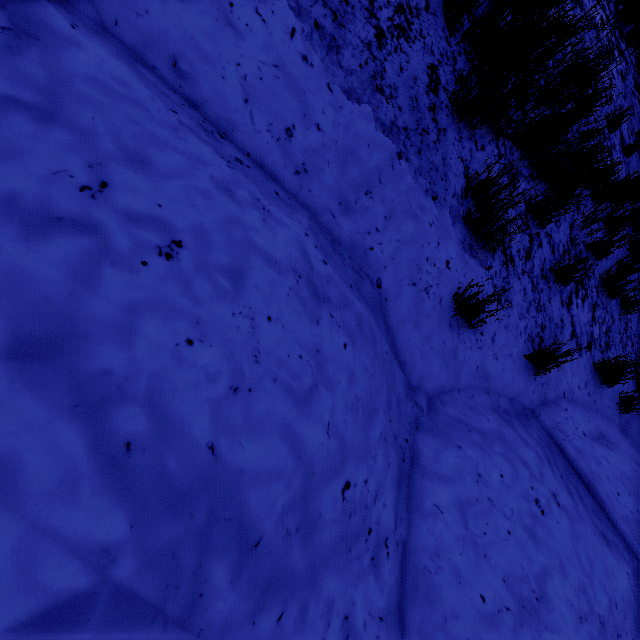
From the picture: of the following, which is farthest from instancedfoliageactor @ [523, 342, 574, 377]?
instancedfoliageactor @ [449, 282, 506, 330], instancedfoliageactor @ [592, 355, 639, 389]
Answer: instancedfoliageactor @ [592, 355, 639, 389]

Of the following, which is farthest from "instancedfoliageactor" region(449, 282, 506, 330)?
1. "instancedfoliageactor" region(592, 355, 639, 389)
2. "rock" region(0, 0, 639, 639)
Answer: "instancedfoliageactor" region(592, 355, 639, 389)

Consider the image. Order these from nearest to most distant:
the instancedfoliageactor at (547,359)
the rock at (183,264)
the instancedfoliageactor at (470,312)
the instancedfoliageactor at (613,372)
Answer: the rock at (183,264)
the instancedfoliageactor at (470,312)
the instancedfoliageactor at (547,359)
the instancedfoliageactor at (613,372)

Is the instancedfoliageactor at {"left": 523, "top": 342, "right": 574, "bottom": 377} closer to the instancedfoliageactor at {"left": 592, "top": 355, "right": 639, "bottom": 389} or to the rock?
the rock

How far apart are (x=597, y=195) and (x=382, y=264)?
3.97m

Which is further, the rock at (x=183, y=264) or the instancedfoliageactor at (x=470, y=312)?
the instancedfoliageactor at (x=470, y=312)

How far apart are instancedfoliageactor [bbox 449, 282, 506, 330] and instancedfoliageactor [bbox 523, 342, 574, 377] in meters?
0.9 m

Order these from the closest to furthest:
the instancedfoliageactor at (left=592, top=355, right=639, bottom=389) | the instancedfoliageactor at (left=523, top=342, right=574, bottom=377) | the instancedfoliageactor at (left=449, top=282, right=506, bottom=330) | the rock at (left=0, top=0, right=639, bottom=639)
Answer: the rock at (left=0, top=0, right=639, bottom=639) < the instancedfoliageactor at (left=449, top=282, right=506, bottom=330) < the instancedfoliageactor at (left=523, top=342, right=574, bottom=377) < the instancedfoliageactor at (left=592, top=355, right=639, bottom=389)
